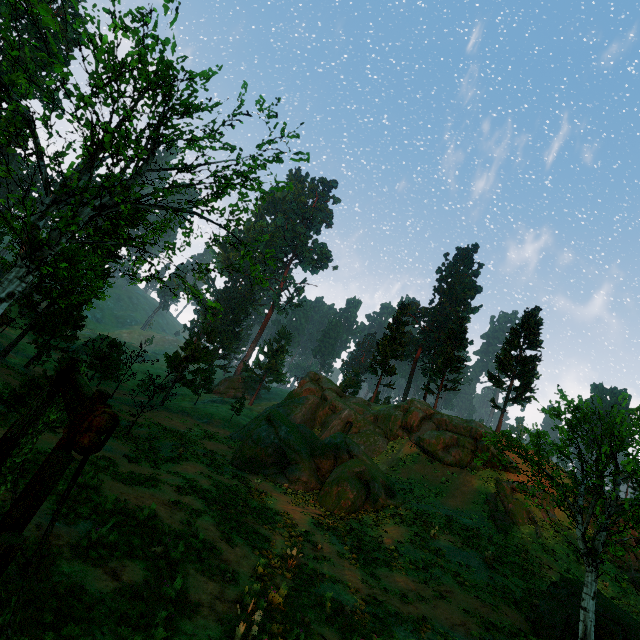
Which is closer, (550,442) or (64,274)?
(550,442)

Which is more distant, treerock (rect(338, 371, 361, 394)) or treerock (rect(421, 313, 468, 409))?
treerock (rect(338, 371, 361, 394))

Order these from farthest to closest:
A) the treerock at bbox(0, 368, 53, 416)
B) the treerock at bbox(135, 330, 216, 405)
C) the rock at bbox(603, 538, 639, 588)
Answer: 1. the treerock at bbox(135, 330, 216, 405)
2. the rock at bbox(603, 538, 639, 588)
3. the treerock at bbox(0, 368, 53, 416)

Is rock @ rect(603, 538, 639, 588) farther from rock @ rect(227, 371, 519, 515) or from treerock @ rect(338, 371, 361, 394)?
treerock @ rect(338, 371, 361, 394)

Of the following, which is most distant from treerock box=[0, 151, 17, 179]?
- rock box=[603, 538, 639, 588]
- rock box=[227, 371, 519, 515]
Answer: rock box=[603, 538, 639, 588]

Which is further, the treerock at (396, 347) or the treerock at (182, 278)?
the treerock at (396, 347)

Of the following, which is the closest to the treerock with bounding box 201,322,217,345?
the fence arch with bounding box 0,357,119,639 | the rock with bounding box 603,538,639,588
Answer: the fence arch with bounding box 0,357,119,639

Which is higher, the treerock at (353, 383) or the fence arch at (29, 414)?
the treerock at (353, 383)
